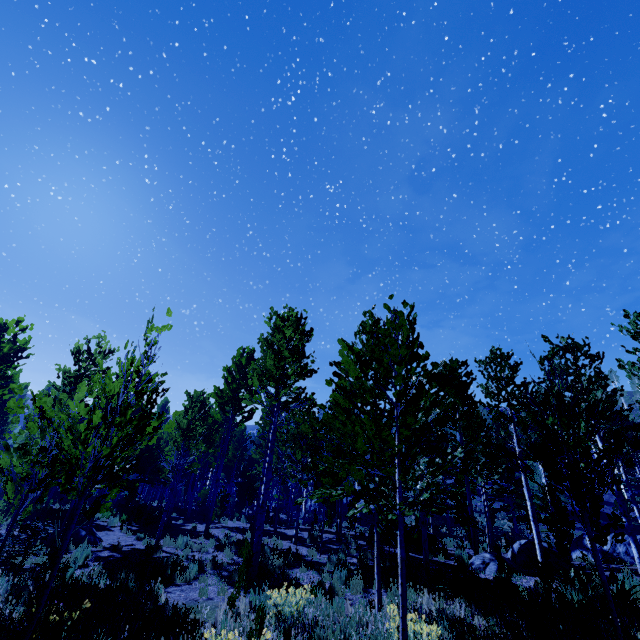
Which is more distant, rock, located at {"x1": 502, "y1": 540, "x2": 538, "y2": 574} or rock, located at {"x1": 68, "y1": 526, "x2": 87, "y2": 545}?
rock, located at {"x1": 68, "y1": 526, "x2": 87, "y2": 545}

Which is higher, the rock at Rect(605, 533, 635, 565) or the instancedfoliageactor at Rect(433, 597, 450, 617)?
the rock at Rect(605, 533, 635, 565)

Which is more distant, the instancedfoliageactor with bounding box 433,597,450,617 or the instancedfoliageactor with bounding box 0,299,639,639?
the instancedfoliageactor with bounding box 433,597,450,617

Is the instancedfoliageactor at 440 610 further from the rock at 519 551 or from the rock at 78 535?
the rock at 78 535

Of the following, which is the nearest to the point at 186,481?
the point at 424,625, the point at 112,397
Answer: the point at 112,397

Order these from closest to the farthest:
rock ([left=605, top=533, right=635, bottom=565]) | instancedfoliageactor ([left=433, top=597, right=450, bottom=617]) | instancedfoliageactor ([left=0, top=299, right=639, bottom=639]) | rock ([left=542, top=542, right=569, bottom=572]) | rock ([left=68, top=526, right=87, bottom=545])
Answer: instancedfoliageactor ([left=0, top=299, right=639, bottom=639]), instancedfoliageactor ([left=433, top=597, right=450, bottom=617]), rock ([left=542, top=542, right=569, bottom=572]), rock ([left=68, top=526, right=87, bottom=545]), rock ([left=605, top=533, right=635, bottom=565])

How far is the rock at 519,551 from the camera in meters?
11.1 m

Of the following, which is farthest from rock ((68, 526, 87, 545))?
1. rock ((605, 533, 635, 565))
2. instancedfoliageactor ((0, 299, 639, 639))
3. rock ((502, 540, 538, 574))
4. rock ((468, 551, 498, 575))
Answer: rock ((605, 533, 635, 565))
